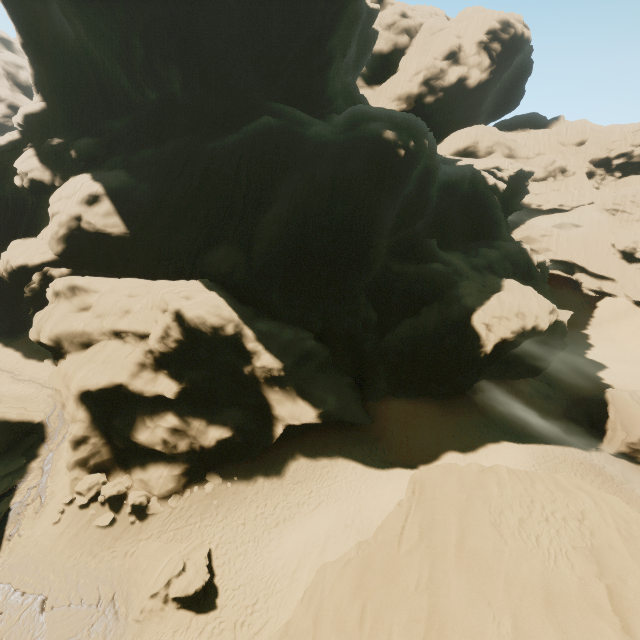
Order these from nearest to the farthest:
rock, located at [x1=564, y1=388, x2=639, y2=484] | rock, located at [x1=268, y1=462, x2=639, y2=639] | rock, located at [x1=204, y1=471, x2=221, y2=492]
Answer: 1. rock, located at [x1=268, y1=462, x2=639, y2=639]
2. rock, located at [x1=204, y1=471, x2=221, y2=492]
3. rock, located at [x1=564, y1=388, x2=639, y2=484]

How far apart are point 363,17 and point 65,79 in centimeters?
3755cm

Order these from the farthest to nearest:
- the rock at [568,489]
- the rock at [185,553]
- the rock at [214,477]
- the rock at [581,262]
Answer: the rock at [581,262] < the rock at [214,477] < the rock at [185,553] < the rock at [568,489]

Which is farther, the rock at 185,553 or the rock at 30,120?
the rock at 30,120

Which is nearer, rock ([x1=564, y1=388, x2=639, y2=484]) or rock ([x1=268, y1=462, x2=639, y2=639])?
rock ([x1=268, y1=462, x2=639, y2=639])

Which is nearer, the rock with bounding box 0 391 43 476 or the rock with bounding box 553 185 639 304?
the rock with bounding box 0 391 43 476

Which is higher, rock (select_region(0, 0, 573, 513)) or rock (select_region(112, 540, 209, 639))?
rock (select_region(0, 0, 573, 513))
